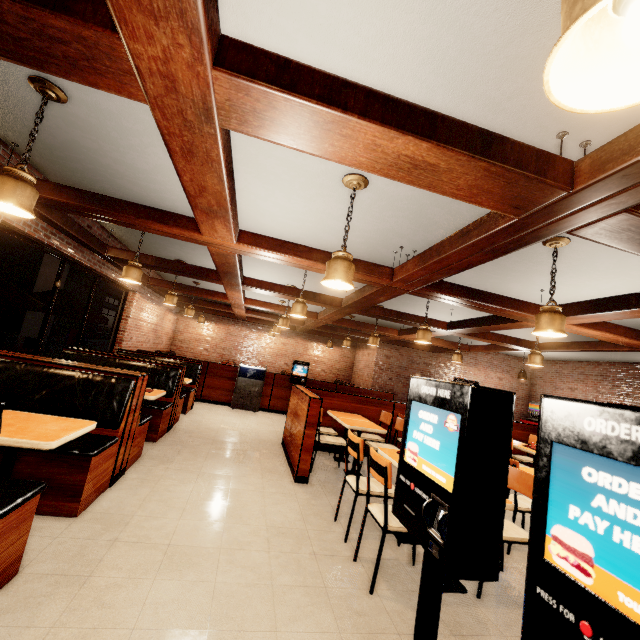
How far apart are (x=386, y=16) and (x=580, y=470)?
2.2m

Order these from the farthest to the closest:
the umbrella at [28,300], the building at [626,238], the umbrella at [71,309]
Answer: the umbrella at [71,309]
the umbrella at [28,300]
the building at [626,238]

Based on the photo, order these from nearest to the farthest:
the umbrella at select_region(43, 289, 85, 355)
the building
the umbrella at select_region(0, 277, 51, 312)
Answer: the building < the umbrella at select_region(0, 277, 51, 312) < the umbrella at select_region(43, 289, 85, 355)

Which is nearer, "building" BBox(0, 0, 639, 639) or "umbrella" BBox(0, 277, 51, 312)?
"building" BBox(0, 0, 639, 639)

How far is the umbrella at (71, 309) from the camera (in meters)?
7.05

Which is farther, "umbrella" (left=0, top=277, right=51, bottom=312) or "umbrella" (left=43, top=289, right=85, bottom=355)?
"umbrella" (left=43, top=289, right=85, bottom=355)

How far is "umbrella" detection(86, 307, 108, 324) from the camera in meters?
7.5

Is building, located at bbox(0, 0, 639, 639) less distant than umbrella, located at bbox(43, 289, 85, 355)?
Yes
